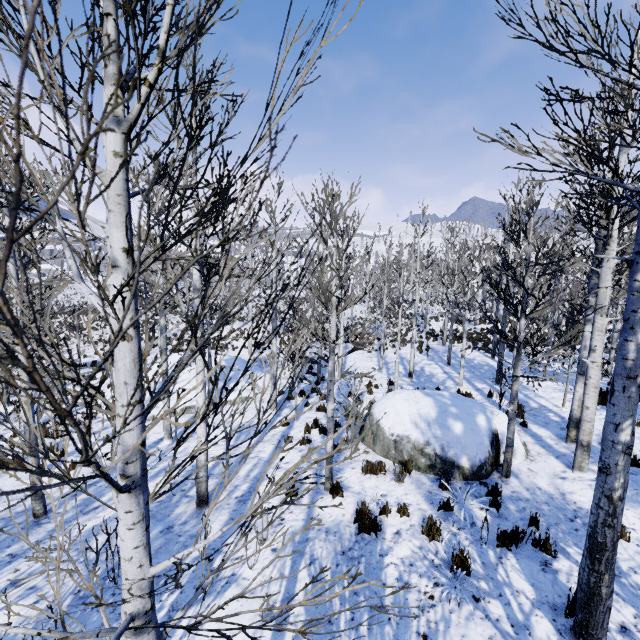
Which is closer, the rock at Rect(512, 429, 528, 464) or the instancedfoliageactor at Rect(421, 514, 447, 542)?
the instancedfoliageactor at Rect(421, 514, 447, 542)

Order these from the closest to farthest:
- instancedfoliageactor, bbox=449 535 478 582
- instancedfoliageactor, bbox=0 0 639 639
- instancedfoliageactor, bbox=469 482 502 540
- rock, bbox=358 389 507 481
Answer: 1. instancedfoliageactor, bbox=0 0 639 639
2. instancedfoliageactor, bbox=449 535 478 582
3. instancedfoliageactor, bbox=469 482 502 540
4. rock, bbox=358 389 507 481

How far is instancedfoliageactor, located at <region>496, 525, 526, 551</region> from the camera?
5.3 meters

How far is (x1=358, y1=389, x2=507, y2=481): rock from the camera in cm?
754

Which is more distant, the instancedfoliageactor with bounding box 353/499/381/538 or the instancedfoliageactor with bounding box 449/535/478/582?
the instancedfoliageactor with bounding box 353/499/381/538

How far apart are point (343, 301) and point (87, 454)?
5.92m

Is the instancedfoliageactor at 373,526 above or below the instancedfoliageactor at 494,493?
below

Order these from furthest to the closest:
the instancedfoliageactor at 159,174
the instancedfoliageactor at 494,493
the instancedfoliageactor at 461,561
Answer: the instancedfoliageactor at 494,493, the instancedfoliageactor at 461,561, the instancedfoliageactor at 159,174
